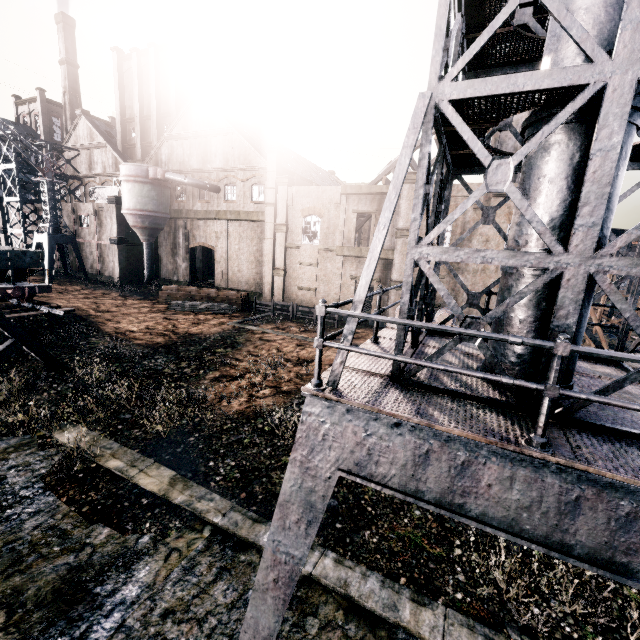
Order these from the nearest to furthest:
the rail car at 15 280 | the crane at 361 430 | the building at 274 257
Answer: the crane at 361 430
the rail car at 15 280
the building at 274 257

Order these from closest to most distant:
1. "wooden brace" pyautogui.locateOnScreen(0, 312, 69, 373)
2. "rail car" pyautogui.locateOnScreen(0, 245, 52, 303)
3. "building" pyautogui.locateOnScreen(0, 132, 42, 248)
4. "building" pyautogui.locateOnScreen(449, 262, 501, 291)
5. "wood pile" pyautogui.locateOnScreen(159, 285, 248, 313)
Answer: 1. "wooden brace" pyautogui.locateOnScreen(0, 312, 69, 373)
2. "rail car" pyautogui.locateOnScreen(0, 245, 52, 303)
3. "building" pyautogui.locateOnScreen(449, 262, 501, 291)
4. "wood pile" pyautogui.locateOnScreen(159, 285, 248, 313)
5. "building" pyautogui.locateOnScreen(0, 132, 42, 248)

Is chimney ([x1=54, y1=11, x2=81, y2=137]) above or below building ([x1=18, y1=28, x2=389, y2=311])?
above

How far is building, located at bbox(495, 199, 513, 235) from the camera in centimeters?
2444cm

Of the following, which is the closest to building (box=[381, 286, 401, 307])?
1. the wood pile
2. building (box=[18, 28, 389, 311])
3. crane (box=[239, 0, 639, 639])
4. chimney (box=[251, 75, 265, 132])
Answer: building (box=[18, 28, 389, 311])

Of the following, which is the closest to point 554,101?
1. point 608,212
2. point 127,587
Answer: point 608,212

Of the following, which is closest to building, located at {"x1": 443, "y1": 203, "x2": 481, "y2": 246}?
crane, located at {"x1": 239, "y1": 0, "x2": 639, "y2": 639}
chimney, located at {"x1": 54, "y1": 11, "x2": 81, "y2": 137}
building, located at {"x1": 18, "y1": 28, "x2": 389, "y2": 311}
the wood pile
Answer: Result: building, located at {"x1": 18, "y1": 28, "x2": 389, "y2": 311}

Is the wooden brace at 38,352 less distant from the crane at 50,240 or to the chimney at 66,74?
the crane at 50,240
